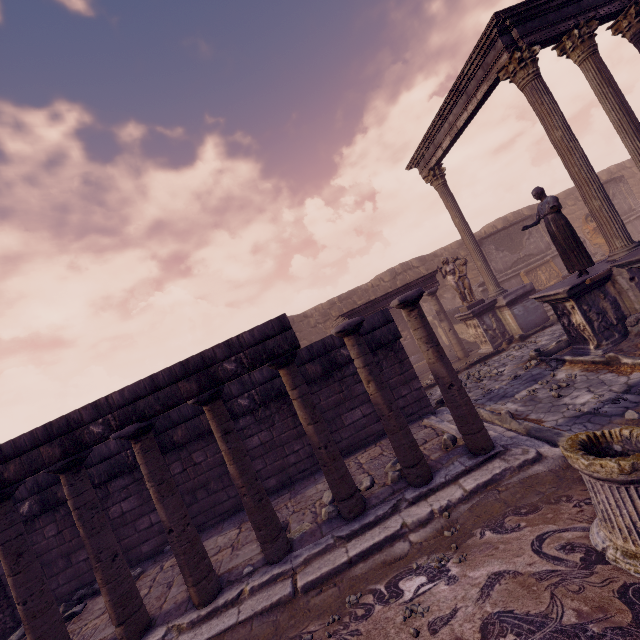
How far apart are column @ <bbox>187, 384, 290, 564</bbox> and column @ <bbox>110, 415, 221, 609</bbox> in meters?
0.5 m

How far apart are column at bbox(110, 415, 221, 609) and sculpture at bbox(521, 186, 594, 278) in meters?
8.7 m

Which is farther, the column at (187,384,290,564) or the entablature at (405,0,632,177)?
the entablature at (405,0,632,177)

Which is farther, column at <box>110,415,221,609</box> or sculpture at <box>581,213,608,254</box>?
sculpture at <box>581,213,608,254</box>

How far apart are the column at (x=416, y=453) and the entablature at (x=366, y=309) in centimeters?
695cm

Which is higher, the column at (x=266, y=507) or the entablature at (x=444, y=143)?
the entablature at (x=444, y=143)

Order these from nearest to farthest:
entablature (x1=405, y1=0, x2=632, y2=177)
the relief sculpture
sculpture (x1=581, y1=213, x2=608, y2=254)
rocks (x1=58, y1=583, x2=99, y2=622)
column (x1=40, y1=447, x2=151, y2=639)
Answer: column (x1=40, y1=447, x2=151, y2=639) → rocks (x1=58, y1=583, x2=99, y2=622) → the relief sculpture → entablature (x1=405, y1=0, x2=632, y2=177) → sculpture (x1=581, y1=213, x2=608, y2=254)

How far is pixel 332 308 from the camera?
19.3m
